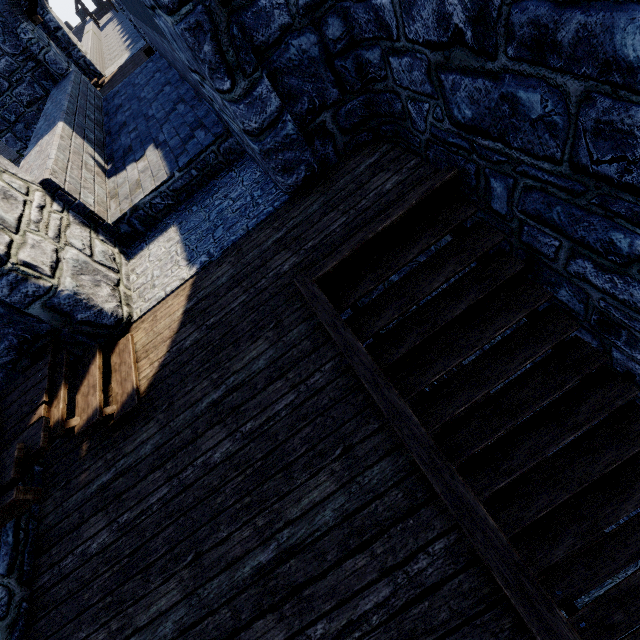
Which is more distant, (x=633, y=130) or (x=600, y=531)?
(x=600, y=531)
